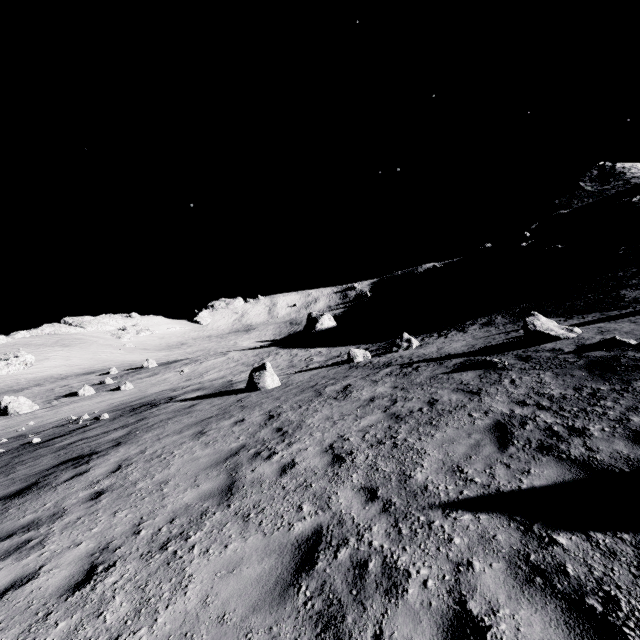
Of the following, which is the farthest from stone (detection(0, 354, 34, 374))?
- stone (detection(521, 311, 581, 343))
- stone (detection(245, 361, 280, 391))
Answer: stone (detection(521, 311, 581, 343))

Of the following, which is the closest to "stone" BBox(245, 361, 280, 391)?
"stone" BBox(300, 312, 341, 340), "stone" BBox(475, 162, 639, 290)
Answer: "stone" BBox(300, 312, 341, 340)

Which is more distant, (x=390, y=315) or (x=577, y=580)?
(x=390, y=315)

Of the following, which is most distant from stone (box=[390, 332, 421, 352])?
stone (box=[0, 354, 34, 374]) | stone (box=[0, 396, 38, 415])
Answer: stone (box=[0, 354, 34, 374])

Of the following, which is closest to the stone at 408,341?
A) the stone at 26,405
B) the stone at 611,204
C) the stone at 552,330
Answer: the stone at 552,330

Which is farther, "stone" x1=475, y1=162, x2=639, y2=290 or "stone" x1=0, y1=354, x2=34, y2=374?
"stone" x1=0, y1=354, x2=34, y2=374

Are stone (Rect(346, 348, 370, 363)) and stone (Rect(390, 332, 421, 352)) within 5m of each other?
yes

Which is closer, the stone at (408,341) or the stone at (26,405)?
the stone at (408,341)
